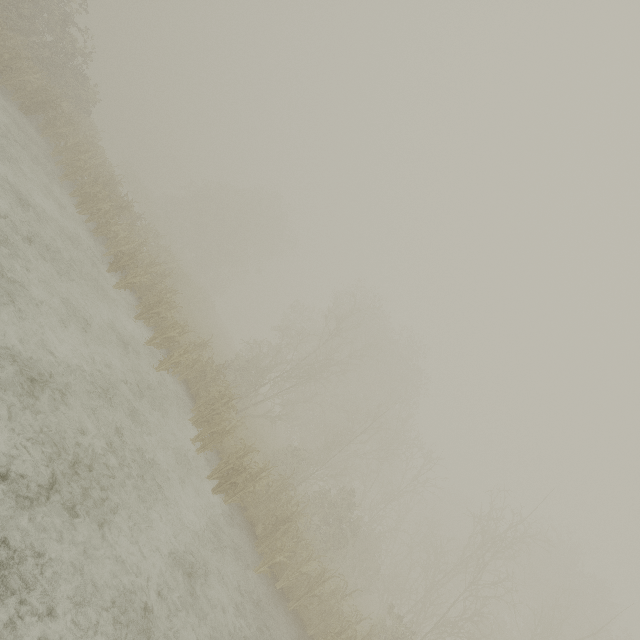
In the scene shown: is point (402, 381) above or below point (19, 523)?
above
